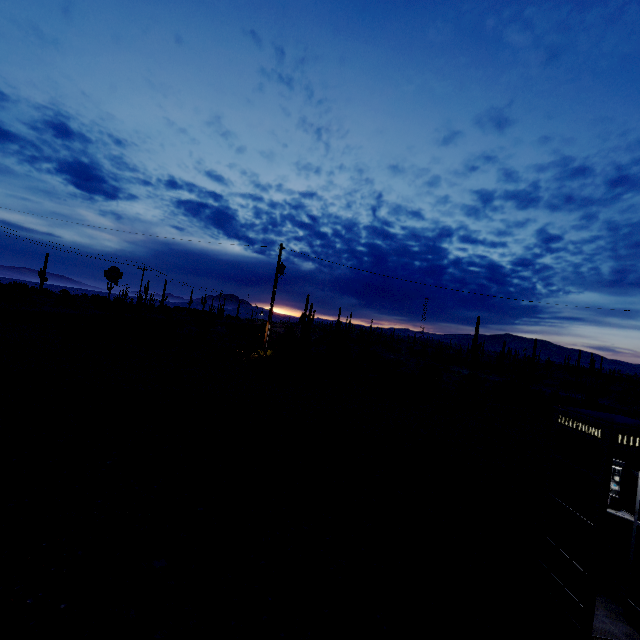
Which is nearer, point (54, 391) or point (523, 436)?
point (54, 391)

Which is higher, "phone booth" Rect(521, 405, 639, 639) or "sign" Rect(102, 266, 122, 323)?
"sign" Rect(102, 266, 122, 323)

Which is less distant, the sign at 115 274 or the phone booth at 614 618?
the phone booth at 614 618

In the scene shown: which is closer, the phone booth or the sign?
the phone booth

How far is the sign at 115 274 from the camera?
22.53m

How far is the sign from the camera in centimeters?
2253cm
